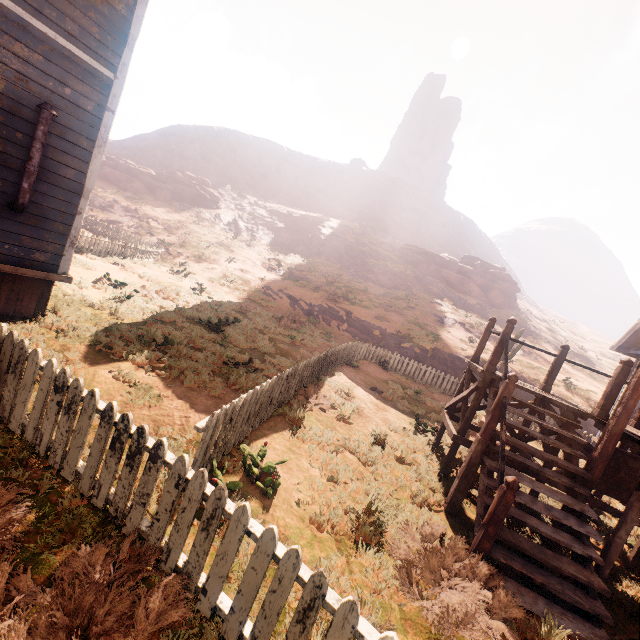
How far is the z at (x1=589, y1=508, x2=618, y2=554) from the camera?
6.5m

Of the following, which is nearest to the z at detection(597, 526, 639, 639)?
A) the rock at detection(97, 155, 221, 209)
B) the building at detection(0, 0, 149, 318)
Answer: the building at detection(0, 0, 149, 318)

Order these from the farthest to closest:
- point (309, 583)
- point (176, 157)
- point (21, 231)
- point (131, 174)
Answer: point (176, 157), point (131, 174), point (21, 231), point (309, 583)

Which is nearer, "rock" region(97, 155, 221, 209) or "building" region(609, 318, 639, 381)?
"building" region(609, 318, 639, 381)

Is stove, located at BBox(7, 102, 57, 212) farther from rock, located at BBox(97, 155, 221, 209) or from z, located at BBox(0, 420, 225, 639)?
rock, located at BBox(97, 155, 221, 209)

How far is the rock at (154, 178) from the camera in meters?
38.4

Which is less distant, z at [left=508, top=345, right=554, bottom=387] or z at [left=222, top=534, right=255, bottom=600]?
z at [left=222, top=534, right=255, bottom=600]

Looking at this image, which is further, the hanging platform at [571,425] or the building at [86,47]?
the building at [86,47]
